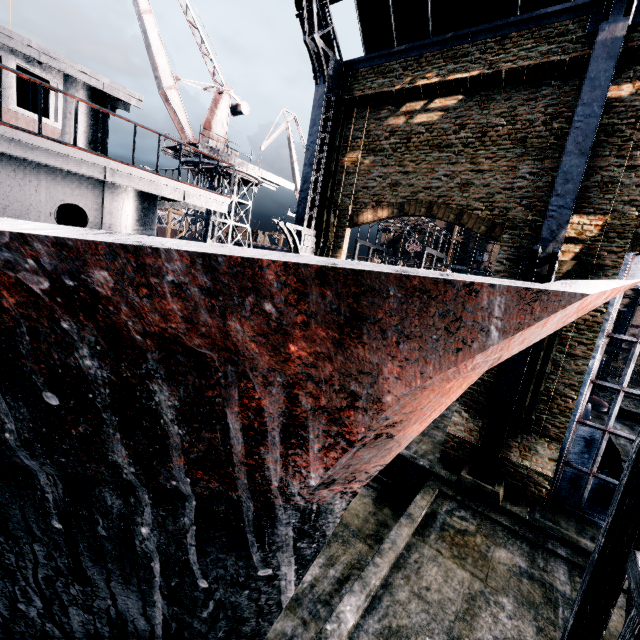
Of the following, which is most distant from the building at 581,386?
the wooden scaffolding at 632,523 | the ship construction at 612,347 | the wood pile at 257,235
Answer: the wood pile at 257,235

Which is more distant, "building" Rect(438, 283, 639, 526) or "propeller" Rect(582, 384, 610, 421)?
"propeller" Rect(582, 384, 610, 421)

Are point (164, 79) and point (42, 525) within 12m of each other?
no

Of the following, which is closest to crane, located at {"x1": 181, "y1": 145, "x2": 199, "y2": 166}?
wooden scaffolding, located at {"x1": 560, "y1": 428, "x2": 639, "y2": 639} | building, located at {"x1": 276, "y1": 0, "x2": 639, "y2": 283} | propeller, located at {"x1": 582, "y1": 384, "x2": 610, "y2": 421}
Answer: building, located at {"x1": 276, "y1": 0, "x2": 639, "y2": 283}

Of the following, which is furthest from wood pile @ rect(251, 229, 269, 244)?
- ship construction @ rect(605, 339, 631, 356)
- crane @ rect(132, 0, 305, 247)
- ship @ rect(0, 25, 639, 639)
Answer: ship construction @ rect(605, 339, 631, 356)

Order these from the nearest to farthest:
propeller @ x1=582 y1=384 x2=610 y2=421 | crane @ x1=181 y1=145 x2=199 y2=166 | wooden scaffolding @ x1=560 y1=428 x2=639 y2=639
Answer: wooden scaffolding @ x1=560 y1=428 x2=639 y2=639 → propeller @ x1=582 y1=384 x2=610 y2=421 → crane @ x1=181 y1=145 x2=199 y2=166

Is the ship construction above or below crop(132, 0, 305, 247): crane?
below

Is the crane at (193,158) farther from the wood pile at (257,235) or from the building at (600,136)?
the wood pile at (257,235)
